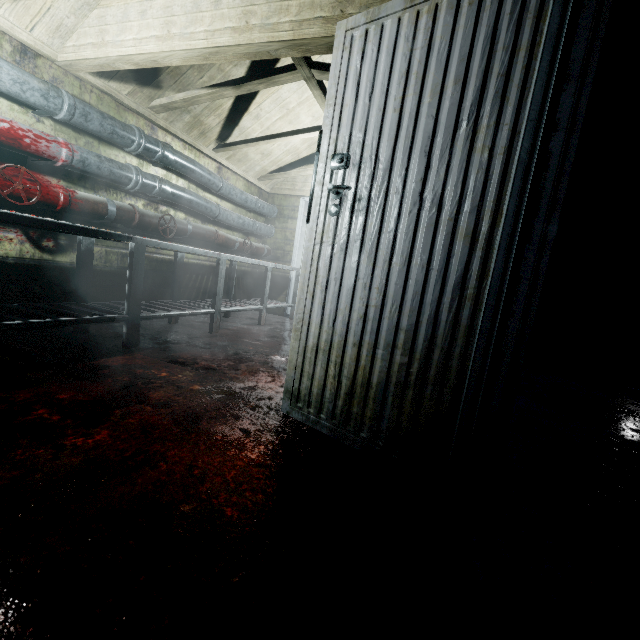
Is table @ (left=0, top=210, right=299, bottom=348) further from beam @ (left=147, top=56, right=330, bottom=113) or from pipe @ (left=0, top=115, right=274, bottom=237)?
beam @ (left=147, top=56, right=330, bottom=113)

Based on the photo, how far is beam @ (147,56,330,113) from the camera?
2.4 meters

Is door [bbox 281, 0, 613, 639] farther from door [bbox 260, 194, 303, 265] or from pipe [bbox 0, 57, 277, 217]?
door [bbox 260, 194, 303, 265]

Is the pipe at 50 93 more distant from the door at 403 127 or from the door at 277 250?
the door at 403 127

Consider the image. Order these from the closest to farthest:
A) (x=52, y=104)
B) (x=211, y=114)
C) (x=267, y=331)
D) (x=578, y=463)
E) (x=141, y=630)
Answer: (x=141, y=630) → (x=578, y=463) → (x=52, y=104) → (x=211, y=114) → (x=267, y=331)

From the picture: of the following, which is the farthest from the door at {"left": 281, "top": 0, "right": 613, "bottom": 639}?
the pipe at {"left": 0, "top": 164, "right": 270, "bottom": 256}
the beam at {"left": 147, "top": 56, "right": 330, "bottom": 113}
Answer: the pipe at {"left": 0, "top": 164, "right": 270, "bottom": 256}

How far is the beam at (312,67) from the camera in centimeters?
245cm

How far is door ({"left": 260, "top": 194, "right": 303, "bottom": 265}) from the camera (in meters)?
5.29
